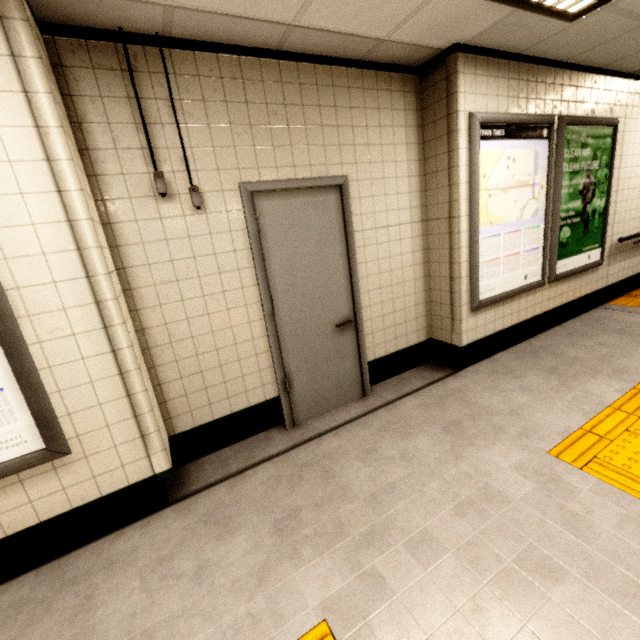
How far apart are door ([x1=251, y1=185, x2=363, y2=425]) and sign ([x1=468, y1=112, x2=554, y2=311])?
1.2m

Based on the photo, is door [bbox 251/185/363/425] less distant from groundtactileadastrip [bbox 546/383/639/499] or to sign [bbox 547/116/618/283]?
groundtactileadastrip [bbox 546/383/639/499]

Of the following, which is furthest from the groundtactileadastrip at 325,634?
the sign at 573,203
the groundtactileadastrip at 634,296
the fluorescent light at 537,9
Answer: the fluorescent light at 537,9

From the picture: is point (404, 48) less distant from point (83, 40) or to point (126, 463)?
point (83, 40)

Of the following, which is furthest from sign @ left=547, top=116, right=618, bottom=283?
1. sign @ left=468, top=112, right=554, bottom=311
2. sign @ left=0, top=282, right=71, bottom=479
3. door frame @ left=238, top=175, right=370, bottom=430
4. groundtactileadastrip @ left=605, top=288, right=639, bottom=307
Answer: sign @ left=0, top=282, right=71, bottom=479

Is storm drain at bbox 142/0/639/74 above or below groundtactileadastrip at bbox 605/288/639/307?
above

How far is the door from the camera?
2.6m

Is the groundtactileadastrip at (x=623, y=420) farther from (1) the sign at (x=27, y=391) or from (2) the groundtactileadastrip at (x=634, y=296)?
(1) the sign at (x=27, y=391)
